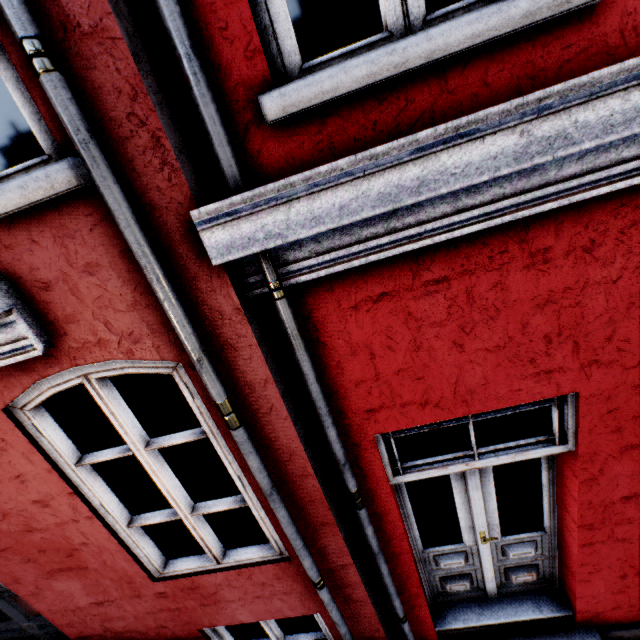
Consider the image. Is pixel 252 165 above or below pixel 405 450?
above
